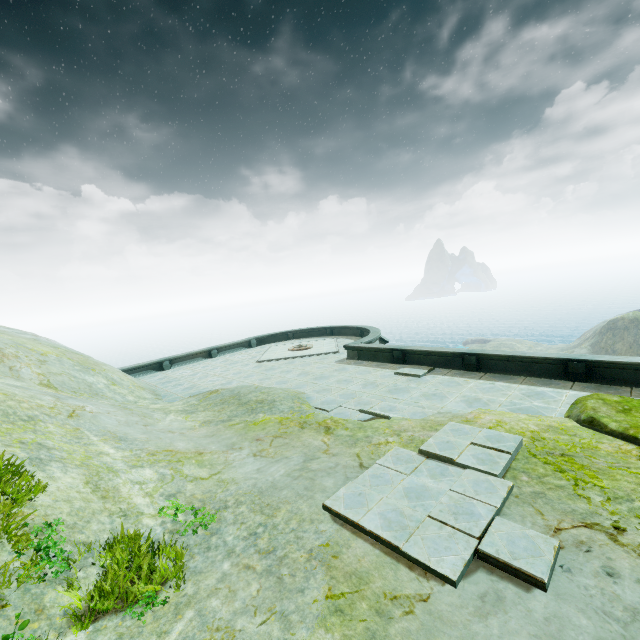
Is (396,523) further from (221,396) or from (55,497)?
(221,396)

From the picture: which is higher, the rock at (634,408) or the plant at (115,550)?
the plant at (115,550)

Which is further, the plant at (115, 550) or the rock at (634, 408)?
the rock at (634, 408)

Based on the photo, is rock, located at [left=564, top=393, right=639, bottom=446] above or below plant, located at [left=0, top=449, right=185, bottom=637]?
below

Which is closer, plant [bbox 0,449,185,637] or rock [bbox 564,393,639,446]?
plant [bbox 0,449,185,637]
